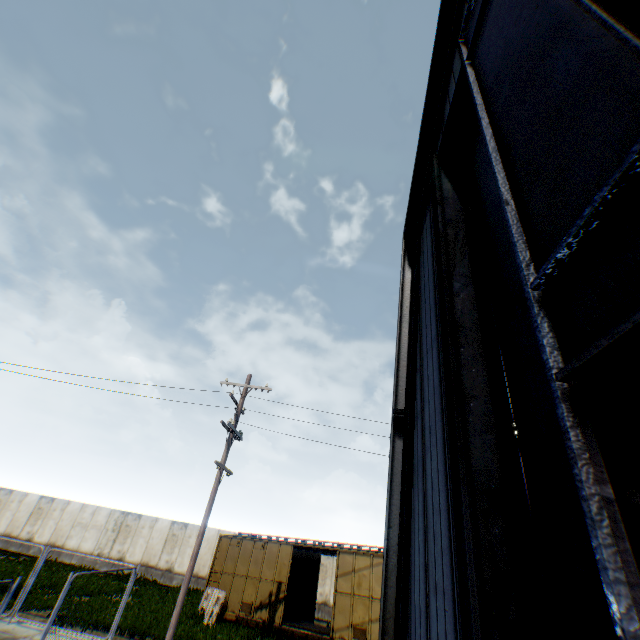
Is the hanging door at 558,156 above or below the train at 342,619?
above

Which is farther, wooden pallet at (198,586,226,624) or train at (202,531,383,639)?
wooden pallet at (198,586,226,624)

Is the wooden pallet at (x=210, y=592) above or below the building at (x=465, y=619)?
below

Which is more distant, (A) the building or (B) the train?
(B) the train

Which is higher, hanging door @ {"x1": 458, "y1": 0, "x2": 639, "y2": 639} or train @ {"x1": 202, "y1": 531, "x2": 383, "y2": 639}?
hanging door @ {"x1": 458, "y1": 0, "x2": 639, "y2": 639}

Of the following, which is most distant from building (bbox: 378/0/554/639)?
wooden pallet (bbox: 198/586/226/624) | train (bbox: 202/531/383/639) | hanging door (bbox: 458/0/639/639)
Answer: wooden pallet (bbox: 198/586/226/624)

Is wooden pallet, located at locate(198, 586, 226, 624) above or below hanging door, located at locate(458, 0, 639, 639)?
below

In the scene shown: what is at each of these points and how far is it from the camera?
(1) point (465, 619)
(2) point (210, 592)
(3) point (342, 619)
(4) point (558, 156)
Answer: (1) building, 2.8 meters
(2) wooden pallet, 16.7 meters
(3) train, 13.9 meters
(4) hanging door, 2.2 meters
